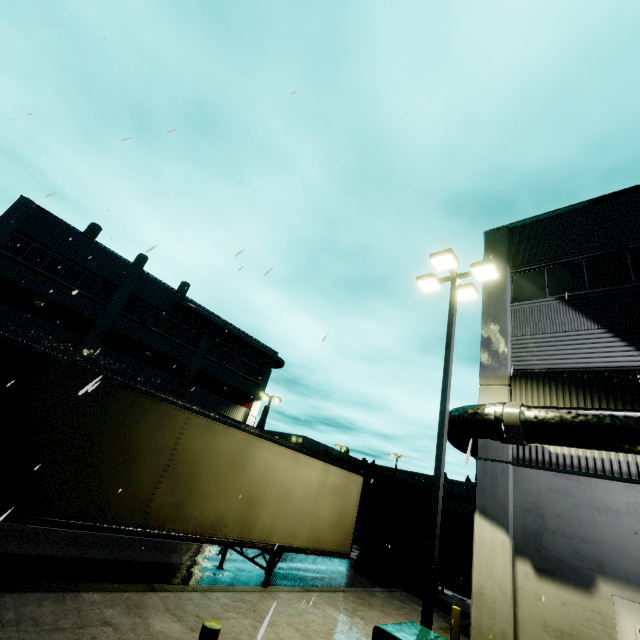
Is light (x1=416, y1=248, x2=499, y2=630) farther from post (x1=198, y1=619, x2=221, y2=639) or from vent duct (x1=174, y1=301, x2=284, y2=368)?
vent duct (x1=174, y1=301, x2=284, y2=368)

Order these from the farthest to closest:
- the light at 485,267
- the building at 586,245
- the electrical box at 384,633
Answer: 1. the building at 586,245
2. the light at 485,267
3. the electrical box at 384,633

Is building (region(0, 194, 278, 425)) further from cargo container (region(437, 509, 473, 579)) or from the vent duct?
cargo container (region(437, 509, 473, 579))

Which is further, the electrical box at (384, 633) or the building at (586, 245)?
the building at (586, 245)

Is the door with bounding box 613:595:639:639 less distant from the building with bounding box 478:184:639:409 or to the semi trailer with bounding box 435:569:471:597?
the building with bounding box 478:184:639:409

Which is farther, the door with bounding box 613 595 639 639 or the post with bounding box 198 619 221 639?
the door with bounding box 613 595 639 639

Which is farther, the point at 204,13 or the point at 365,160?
the point at 365,160

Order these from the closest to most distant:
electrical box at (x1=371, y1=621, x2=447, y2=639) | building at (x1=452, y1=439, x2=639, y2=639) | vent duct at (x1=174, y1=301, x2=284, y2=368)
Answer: electrical box at (x1=371, y1=621, x2=447, y2=639)
building at (x1=452, y1=439, x2=639, y2=639)
vent duct at (x1=174, y1=301, x2=284, y2=368)
